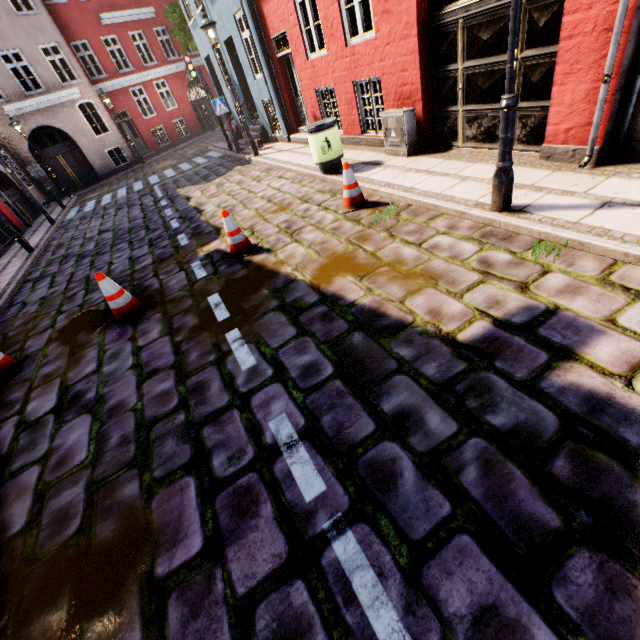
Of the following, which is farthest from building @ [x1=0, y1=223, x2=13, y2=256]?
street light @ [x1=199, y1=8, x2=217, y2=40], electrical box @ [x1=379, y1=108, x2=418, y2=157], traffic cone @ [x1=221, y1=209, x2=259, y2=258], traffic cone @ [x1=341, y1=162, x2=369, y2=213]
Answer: traffic cone @ [x1=221, y1=209, x2=259, y2=258]

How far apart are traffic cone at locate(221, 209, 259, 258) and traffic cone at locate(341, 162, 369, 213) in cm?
157

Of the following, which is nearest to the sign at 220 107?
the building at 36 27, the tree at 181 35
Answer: the building at 36 27

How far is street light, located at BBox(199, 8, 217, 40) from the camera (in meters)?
9.28

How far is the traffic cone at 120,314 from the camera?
4.7m

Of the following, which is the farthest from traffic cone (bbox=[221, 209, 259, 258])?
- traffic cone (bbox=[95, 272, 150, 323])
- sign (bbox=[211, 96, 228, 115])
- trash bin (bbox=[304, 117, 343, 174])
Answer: sign (bbox=[211, 96, 228, 115])

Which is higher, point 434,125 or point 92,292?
point 434,125

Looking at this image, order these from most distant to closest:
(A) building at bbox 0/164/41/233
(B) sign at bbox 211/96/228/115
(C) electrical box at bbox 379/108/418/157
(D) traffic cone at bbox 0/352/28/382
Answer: (A) building at bbox 0/164/41/233, (B) sign at bbox 211/96/228/115, (C) electrical box at bbox 379/108/418/157, (D) traffic cone at bbox 0/352/28/382
